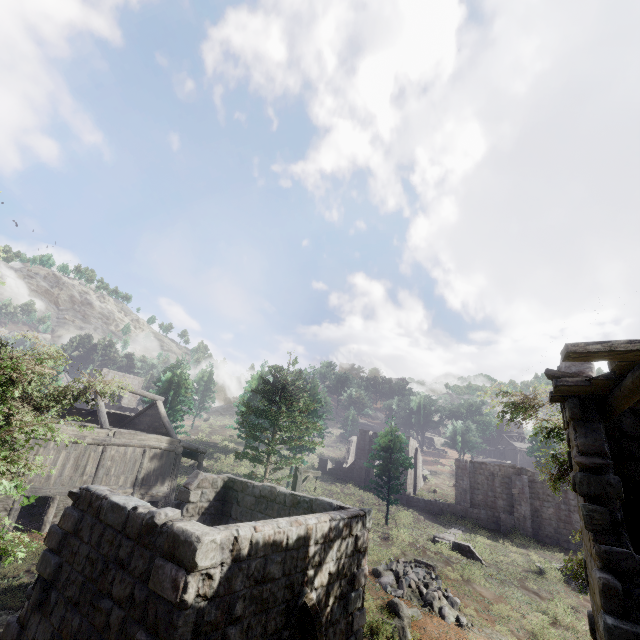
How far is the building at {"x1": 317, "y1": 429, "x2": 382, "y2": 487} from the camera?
36.3m

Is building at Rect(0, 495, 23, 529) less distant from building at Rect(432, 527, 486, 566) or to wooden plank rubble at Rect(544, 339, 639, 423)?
wooden plank rubble at Rect(544, 339, 639, 423)

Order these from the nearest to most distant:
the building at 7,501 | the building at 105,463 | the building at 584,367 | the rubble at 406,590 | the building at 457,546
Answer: the building at 105,463 → the building at 584,367 → the rubble at 406,590 → the building at 7,501 → the building at 457,546

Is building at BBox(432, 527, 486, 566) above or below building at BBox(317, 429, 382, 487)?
below

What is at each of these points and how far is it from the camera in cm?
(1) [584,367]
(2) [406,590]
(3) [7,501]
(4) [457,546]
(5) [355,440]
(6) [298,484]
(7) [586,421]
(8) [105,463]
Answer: (1) building, 625
(2) rubble, 1490
(3) building, 1477
(4) building, 2303
(5) building, 4778
(6) wooden lamp post, 1331
(7) building, 584
(8) building, 1812

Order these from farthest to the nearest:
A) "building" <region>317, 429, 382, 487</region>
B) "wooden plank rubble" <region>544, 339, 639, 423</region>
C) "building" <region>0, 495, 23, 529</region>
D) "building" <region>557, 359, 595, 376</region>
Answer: "building" <region>317, 429, 382, 487</region>, "building" <region>0, 495, 23, 529</region>, "building" <region>557, 359, 595, 376</region>, "wooden plank rubble" <region>544, 339, 639, 423</region>

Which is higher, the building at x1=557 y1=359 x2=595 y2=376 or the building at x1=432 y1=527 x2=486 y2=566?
the building at x1=557 y1=359 x2=595 y2=376

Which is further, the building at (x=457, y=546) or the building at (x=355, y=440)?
the building at (x=355, y=440)
